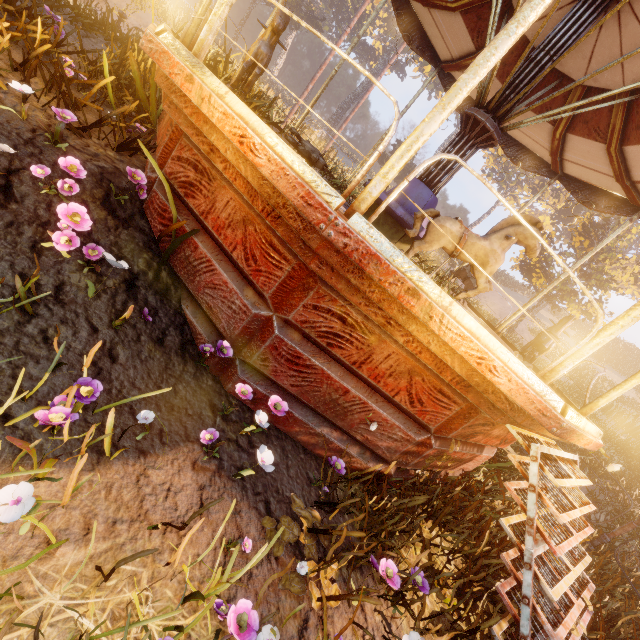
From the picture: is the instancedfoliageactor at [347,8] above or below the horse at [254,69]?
above

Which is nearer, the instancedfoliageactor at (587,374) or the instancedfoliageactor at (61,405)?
the instancedfoliageactor at (61,405)

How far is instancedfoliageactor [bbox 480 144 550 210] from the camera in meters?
34.9 m

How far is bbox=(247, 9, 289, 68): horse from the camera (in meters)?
2.99

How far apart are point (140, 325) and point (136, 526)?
1.4 meters

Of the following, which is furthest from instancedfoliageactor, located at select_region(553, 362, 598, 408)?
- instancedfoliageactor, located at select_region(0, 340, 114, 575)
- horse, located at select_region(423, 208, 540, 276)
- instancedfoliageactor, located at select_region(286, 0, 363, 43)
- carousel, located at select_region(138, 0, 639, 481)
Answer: instancedfoliageactor, located at select_region(0, 340, 114, 575)

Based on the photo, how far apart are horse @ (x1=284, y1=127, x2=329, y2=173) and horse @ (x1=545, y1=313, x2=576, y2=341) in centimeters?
364cm

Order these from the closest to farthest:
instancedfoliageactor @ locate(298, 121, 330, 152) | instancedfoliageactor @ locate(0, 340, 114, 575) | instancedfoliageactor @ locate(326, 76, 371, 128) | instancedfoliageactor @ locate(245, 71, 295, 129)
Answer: instancedfoliageactor @ locate(0, 340, 114, 575) → instancedfoliageactor @ locate(245, 71, 295, 129) → instancedfoliageactor @ locate(298, 121, 330, 152) → instancedfoliageactor @ locate(326, 76, 371, 128)
